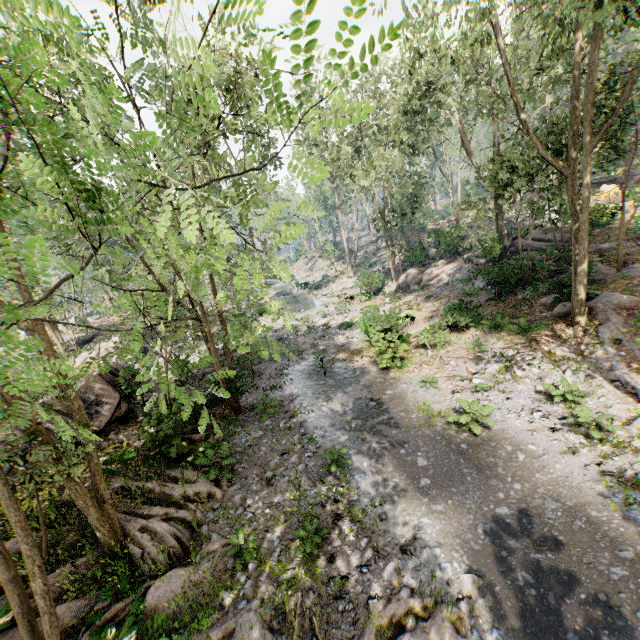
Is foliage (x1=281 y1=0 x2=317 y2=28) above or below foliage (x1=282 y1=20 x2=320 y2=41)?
above

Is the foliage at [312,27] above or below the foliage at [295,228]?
above

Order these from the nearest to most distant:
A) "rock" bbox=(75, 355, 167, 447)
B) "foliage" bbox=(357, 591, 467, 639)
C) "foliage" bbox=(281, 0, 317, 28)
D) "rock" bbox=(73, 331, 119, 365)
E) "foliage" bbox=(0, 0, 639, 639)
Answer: "foliage" bbox=(281, 0, 317, 28), "foliage" bbox=(0, 0, 639, 639), "foliage" bbox=(357, 591, 467, 639), "rock" bbox=(75, 355, 167, 447), "rock" bbox=(73, 331, 119, 365)

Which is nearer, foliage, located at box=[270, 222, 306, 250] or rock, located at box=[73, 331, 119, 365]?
foliage, located at box=[270, 222, 306, 250]

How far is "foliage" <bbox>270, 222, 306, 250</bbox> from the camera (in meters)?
2.21

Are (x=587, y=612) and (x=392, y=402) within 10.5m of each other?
yes

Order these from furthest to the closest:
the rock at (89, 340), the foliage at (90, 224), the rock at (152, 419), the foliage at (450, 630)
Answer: the rock at (89, 340) < the rock at (152, 419) < the foliage at (450, 630) < the foliage at (90, 224)
